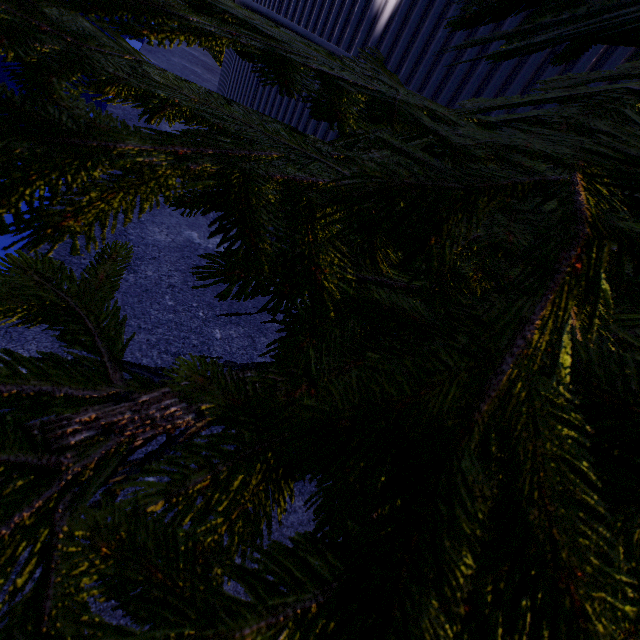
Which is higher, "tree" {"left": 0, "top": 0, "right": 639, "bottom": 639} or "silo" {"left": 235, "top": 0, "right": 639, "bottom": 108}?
"silo" {"left": 235, "top": 0, "right": 639, "bottom": 108}

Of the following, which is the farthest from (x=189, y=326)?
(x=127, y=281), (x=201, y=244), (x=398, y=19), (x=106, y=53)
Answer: (x=398, y=19)

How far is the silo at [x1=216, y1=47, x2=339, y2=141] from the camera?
4.34m

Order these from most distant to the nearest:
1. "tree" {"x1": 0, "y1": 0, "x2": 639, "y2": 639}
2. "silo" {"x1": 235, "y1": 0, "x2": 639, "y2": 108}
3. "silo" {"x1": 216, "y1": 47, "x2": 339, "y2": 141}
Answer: "silo" {"x1": 216, "y1": 47, "x2": 339, "y2": 141} < "silo" {"x1": 235, "y1": 0, "x2": 639, "y2": 108} < "tree" {"x1": 0, "y1": 0, "x2": 639, "y2": 639}

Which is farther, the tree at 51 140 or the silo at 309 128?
the silo at 309 128

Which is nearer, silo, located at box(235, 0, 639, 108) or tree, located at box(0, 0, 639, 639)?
tree, located at box(0, 0, 639, 639)

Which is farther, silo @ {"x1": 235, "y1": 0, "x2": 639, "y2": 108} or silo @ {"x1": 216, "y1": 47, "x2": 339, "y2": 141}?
silo @ {"x1": 216, "y1": 47, "x2": 339, "y2": 141}

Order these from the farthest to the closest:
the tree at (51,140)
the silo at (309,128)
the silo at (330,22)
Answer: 1. the silo at (309,128)
2. the silo at (330,22)
3. the tree at (51,140)
